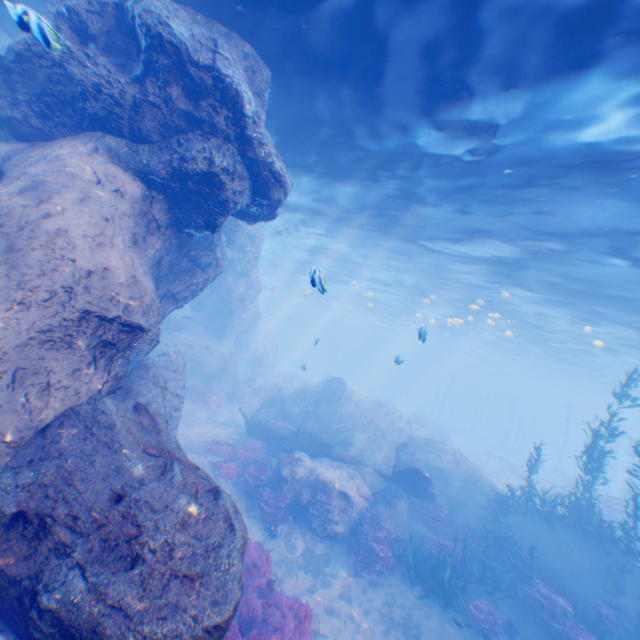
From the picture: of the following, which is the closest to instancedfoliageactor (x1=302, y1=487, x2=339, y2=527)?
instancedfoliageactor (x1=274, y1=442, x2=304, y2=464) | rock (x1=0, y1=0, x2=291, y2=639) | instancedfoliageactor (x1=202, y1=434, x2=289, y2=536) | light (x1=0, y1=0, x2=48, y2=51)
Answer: rock (x1=0, y1=0, x2=291, y2=639)

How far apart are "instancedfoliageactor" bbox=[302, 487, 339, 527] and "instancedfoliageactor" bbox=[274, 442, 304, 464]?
1.2 meters

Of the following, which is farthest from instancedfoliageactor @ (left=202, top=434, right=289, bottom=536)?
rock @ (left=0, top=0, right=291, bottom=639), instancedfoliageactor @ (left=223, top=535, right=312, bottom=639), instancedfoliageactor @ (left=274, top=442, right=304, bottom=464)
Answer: instancedfoliageactor @ (left=223, top=535, right=312, bottom=639)

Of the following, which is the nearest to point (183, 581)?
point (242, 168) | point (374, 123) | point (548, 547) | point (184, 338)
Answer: point (242, 168)

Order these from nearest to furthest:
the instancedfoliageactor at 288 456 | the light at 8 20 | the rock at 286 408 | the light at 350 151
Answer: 1. the light at 8 20
2. the light at 350 151
3. the instancedfoliageactor at 288 456
4. the rock at 286 408

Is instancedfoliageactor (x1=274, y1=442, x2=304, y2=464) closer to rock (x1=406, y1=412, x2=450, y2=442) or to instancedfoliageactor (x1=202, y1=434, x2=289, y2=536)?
rock (x1=406, y1=412, x2=450, y2=442)

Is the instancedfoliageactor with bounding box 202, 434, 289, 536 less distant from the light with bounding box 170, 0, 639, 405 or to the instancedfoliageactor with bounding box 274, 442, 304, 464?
the instancedfoliageactor with bounding box 274, 442, 304, 464

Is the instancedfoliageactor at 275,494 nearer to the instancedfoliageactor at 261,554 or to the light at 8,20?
the instancedfoliageactor at 261,554
